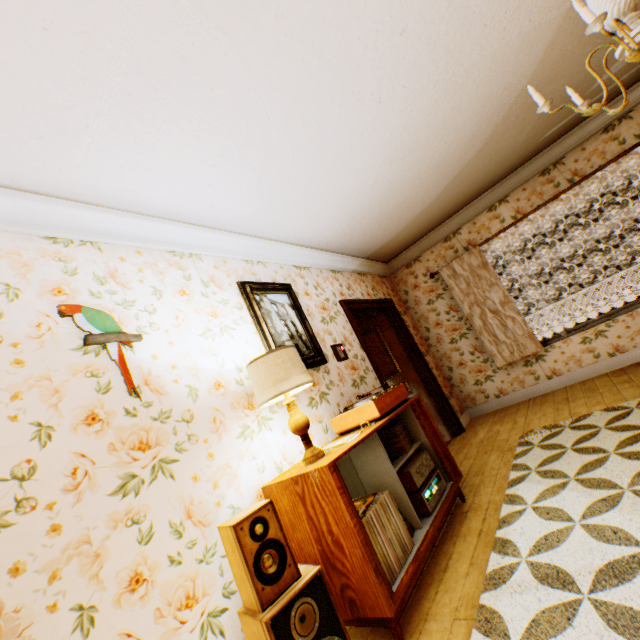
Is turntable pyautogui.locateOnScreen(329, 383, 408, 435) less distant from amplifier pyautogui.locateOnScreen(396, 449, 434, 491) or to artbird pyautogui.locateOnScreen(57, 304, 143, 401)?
amplifier pyautogui.locateOnScreen(396, 449, 434, 491)

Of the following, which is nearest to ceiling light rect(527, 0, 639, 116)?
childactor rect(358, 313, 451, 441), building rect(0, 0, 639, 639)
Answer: building rect(0, 0, 639, 639)

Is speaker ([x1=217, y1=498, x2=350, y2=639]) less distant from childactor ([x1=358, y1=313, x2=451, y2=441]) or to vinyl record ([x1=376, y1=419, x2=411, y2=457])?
vinyl record ([x1=376, y1=419, x2=411, y2=457])

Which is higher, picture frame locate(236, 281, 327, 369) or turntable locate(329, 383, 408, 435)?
picture frame locate(236, 281, 327, 369)

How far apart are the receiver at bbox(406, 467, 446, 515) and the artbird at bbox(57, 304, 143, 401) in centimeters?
205cm

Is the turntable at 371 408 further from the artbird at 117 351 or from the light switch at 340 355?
the artbird at 117 351

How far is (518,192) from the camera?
5.0m

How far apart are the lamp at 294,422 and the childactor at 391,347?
3.19m
